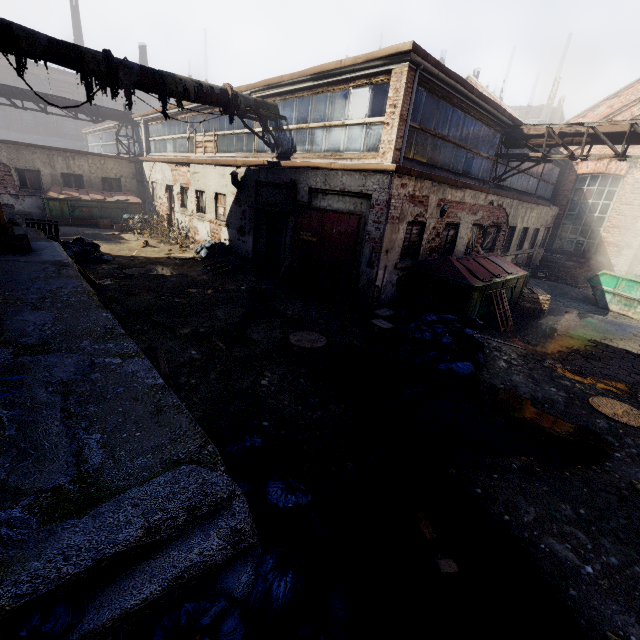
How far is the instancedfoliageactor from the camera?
2.8 meters

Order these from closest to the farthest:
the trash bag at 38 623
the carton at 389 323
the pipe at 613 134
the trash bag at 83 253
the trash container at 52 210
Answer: the trash bag at 38 623, the carton at 389 323, the pipe at 613 134, the trash bag at 83 253, the trash container at 52 210

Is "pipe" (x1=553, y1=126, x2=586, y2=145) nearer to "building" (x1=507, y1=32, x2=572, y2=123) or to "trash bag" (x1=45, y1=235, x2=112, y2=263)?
"trash bag" (x1=45, y1=235, x2=112, y2=263)

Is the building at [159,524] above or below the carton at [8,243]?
below

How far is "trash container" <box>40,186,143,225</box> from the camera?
16.34m

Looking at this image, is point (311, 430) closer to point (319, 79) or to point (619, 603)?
point (619, 603)

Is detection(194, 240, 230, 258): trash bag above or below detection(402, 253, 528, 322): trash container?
below

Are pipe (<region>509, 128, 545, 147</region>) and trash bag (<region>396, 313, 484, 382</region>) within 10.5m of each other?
yes
